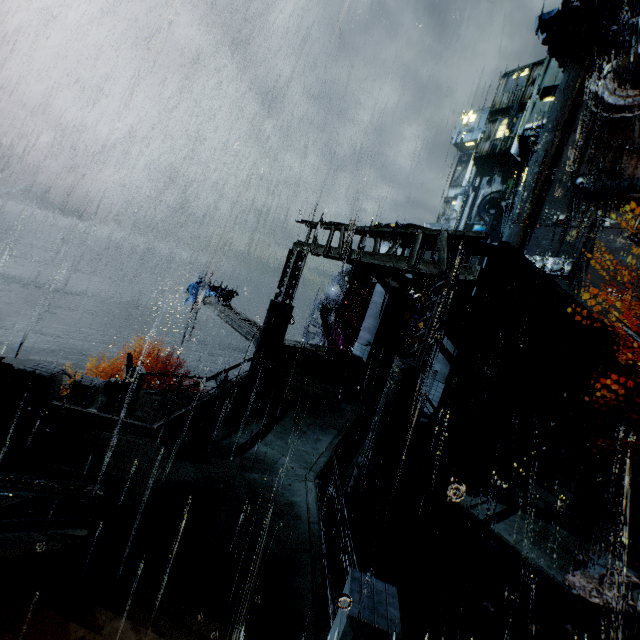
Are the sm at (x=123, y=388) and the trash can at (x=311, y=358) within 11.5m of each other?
yes

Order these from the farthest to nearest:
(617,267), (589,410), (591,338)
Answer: (617,267), (591,338), (589,410)

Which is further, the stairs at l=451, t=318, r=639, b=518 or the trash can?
the trash can

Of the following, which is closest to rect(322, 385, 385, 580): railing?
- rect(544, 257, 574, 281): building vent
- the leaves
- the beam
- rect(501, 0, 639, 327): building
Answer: rect(501, 0, 639, 327): building

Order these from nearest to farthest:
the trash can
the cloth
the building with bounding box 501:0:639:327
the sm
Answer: the sm < the trash can < the cloth < the building with bounding box 501:0:639:327

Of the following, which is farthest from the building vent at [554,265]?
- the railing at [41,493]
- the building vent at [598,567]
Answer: the railing at [41,493]

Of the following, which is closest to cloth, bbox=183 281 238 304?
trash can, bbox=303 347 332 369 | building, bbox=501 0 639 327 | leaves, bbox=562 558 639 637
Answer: building, bbox=501 0 639 327

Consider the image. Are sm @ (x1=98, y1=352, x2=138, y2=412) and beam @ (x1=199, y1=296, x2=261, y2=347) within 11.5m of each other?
yes
